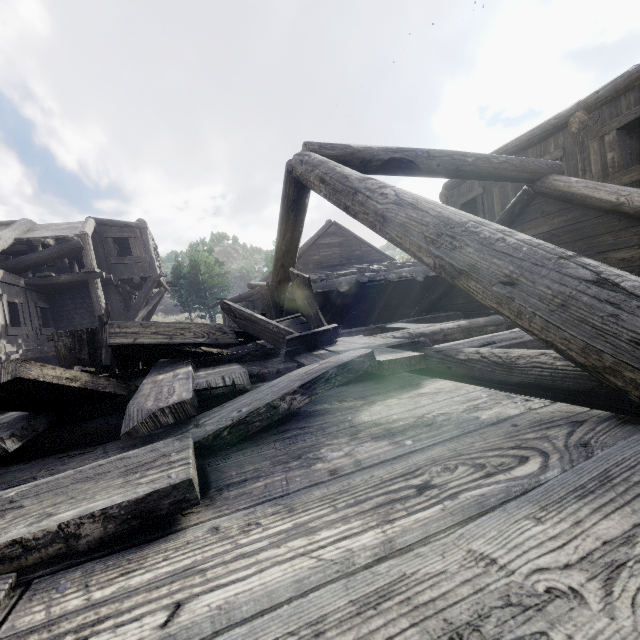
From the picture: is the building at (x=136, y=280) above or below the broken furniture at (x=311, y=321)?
above

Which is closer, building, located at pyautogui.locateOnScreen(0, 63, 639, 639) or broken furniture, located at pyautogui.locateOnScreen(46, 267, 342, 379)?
building, located at pyautogui.locateOnScreen(0, 63, 639, 639)

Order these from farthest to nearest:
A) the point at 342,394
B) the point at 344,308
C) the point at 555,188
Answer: the point at 344,308 → the point at 555,188 → the point at 342,394

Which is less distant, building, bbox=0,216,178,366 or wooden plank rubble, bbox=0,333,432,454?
wooden plank rubble, bbox=0,333,432,454

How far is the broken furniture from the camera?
2.75m

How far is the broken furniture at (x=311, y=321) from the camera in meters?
2.7

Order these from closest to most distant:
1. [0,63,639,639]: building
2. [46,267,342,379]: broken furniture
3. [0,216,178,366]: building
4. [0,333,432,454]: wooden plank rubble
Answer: [0,63,639,639]: building
[0,333,432,454]: wooden plank rubble
[46,267,342,379]: broken furniture
[0,216,178,366]: building

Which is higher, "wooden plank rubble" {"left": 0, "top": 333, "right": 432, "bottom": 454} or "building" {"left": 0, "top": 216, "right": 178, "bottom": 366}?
"building" {"left": 0, "top": 216, "right": 178, "bottom": 366}
